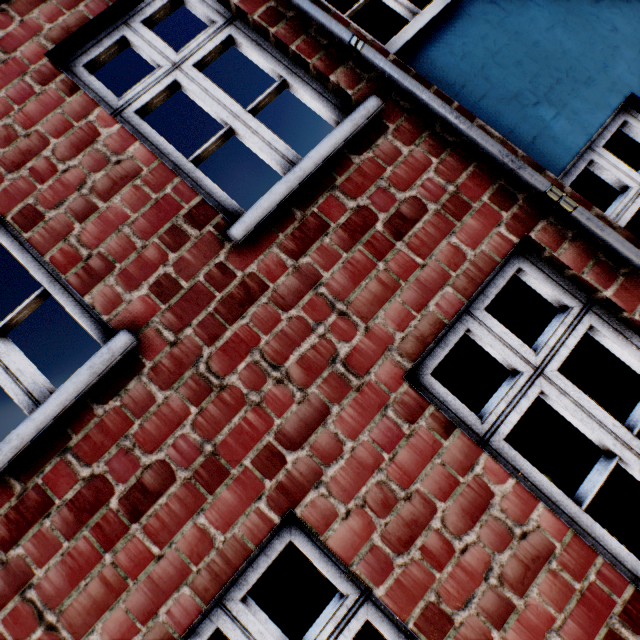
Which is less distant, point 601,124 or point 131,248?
point 131,248
